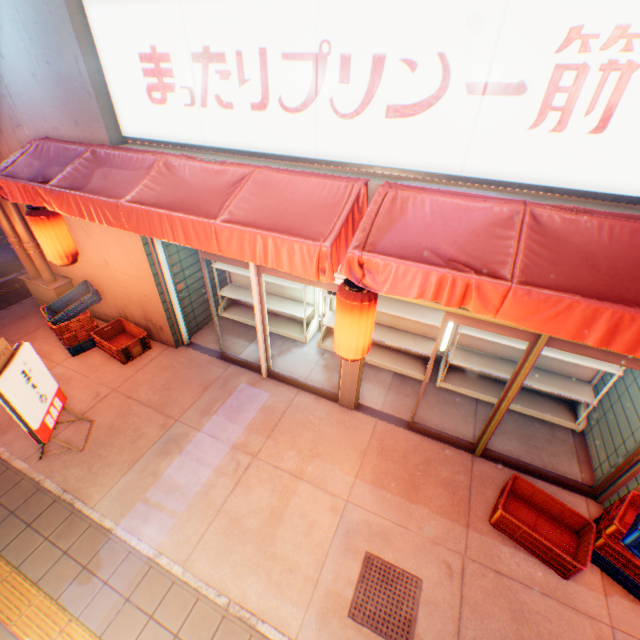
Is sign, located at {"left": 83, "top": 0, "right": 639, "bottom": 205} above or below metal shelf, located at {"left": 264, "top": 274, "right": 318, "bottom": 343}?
above

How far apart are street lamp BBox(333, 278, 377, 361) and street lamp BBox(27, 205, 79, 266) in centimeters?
483cm

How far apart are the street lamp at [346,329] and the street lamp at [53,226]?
4.83m

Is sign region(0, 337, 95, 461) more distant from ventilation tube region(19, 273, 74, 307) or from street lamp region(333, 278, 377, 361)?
street lamp region(333, 278, 377, 361)

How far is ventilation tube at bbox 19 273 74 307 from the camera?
6.70m

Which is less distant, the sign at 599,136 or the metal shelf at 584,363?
the sign at 599,136

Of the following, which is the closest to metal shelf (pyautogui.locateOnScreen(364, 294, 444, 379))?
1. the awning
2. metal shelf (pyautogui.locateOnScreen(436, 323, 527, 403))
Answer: metal shelf (pyautogui.locateOnScreen(436, 323, 527, 403))

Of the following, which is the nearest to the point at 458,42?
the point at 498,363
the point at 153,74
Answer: the point at 153,74
